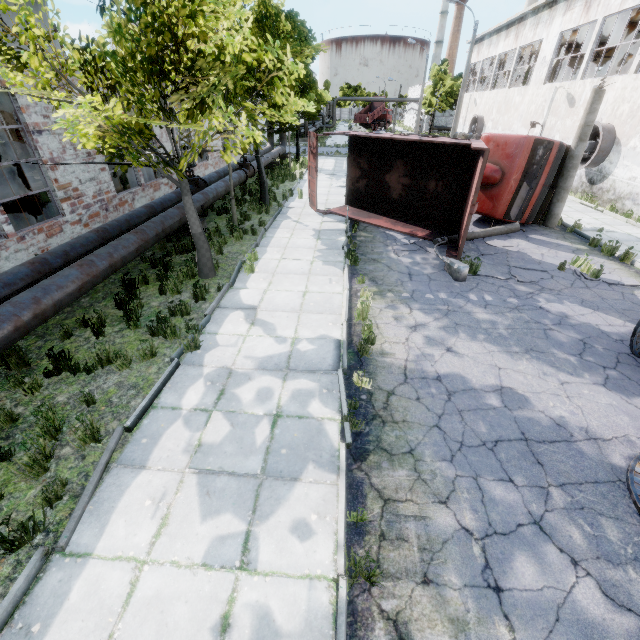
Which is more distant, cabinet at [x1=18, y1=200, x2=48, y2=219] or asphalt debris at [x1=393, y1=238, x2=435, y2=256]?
cabinet at [x1=18, y1=200, x2=48, y2=219]

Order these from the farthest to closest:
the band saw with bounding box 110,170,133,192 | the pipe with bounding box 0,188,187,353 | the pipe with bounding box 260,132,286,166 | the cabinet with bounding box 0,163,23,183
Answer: the pipe with bounding box 260,132,286,166 → the cabinet with bounding box 0,163,23,183 → the band saw with bounding box 110,170,133,192 → the pipe with bounding box 0,188,187,353

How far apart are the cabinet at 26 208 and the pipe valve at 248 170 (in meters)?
7.15

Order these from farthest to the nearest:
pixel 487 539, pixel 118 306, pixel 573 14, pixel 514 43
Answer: pixel 514 43, pixel 573 14, pixel 118 306, pixel 487 539

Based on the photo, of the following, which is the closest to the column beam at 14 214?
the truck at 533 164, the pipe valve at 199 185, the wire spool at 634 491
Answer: the pipe valve at 199 185

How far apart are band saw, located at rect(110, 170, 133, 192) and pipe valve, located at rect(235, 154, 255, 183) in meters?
4.6

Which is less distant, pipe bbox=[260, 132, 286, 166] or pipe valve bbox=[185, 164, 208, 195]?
pipe valve bbox=[185, 164, 208, 195]

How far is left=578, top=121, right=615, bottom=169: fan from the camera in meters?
15.4
